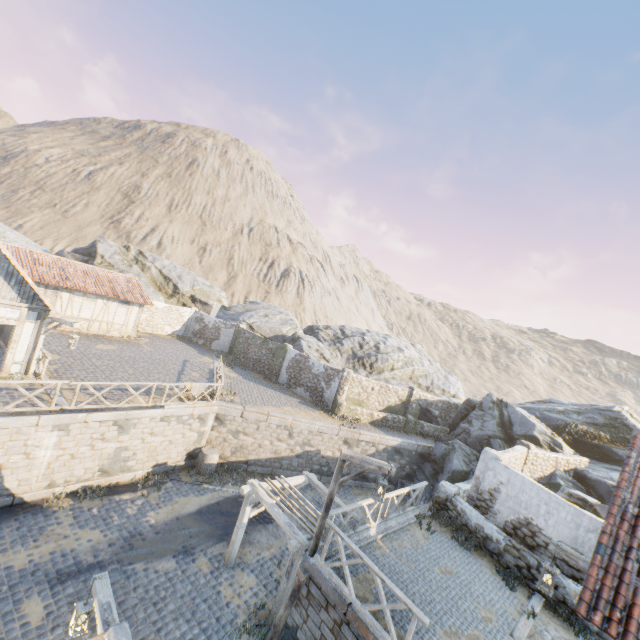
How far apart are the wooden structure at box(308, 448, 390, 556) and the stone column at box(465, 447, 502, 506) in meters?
6.2

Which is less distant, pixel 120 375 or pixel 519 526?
pixel 519 526

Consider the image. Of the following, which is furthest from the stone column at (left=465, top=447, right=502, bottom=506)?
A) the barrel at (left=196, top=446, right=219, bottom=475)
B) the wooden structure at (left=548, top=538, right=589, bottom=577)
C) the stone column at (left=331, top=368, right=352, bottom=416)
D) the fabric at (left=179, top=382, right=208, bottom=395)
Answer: the fabric at (left=179, top=382, right=208, bottom=395)

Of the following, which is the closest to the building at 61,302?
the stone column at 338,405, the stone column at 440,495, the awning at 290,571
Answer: the stone column at 338,405

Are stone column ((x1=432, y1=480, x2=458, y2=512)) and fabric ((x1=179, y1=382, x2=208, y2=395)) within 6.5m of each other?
no

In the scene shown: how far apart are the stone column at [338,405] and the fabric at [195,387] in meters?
9.0

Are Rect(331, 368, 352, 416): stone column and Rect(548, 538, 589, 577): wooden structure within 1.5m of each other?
no

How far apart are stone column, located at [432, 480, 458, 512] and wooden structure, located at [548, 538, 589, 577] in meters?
5.8 m
